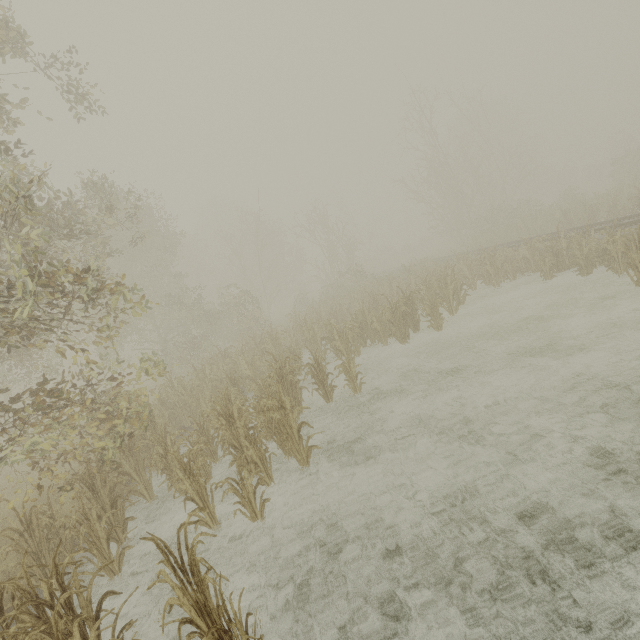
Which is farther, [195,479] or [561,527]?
[195,479]
